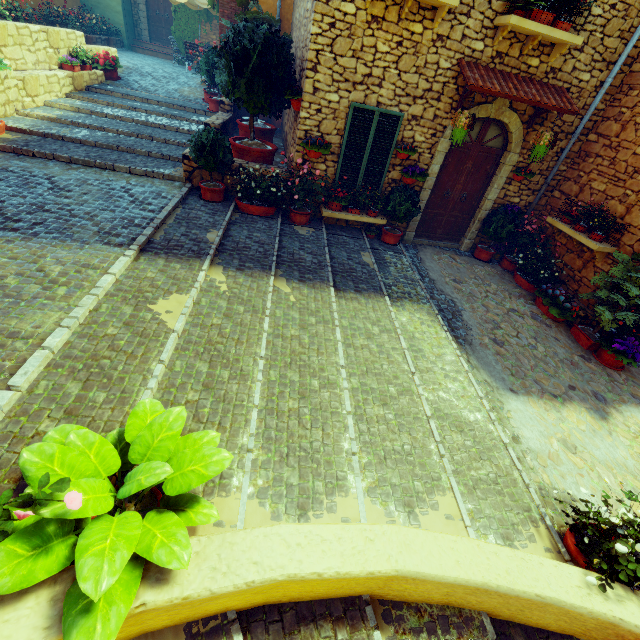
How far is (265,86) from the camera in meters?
6.2 m

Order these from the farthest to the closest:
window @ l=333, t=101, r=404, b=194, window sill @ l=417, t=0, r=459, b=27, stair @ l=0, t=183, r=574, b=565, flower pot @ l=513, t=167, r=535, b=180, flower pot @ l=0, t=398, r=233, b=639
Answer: flower pot @ l=513, t=167, r=535, b=180 → window @ l=333, t=101, r=404, b=194 → window sill @ l=417, t=0, r=459, b=27 → stair @ l=0, t=183, r=574, b=565 → flower pot @ l=0, t=398, r=233, b=639

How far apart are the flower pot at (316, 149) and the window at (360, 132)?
0.2 meters

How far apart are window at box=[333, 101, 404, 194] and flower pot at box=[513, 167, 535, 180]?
3.0 meters

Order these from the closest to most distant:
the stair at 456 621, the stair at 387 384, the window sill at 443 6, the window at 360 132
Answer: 1. the stair at 456 621
2. the stair at 387 384
3. the window sill at 443 6
4. the window at 360 132

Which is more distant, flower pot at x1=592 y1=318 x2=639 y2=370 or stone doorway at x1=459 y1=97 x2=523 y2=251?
stone doorway at x1=459 y1=97 x2=523 y2=251

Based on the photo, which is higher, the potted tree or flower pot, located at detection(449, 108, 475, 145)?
flower pot, located at detection(449, 108, 475, 145)

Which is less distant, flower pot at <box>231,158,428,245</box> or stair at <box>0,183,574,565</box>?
stair at <box>0,183,574,565</box>
